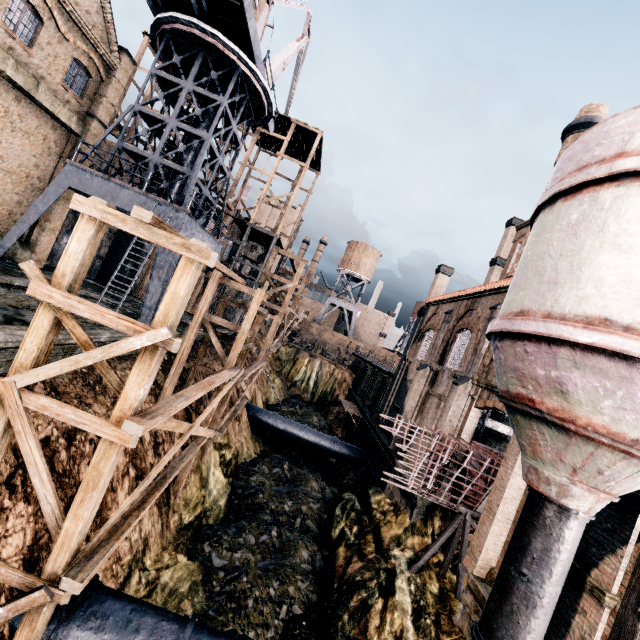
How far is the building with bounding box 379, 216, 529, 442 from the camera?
17.3m

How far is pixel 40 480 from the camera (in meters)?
6.30

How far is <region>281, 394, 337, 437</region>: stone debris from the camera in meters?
36.6

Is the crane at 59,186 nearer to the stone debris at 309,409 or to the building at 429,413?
the building at 429,413

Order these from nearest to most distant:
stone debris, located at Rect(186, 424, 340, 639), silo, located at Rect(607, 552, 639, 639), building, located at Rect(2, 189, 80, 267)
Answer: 1. silo, located at Rect(607, 552, 639, 639)
2. stone debris, located at Rect(186, 424, 340, 639)
3. building, located at Rect(2, 189, 80, 267)

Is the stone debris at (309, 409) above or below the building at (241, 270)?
below

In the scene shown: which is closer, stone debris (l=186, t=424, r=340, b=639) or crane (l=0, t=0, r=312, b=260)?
stone debris (l=186, t=424, r=340, b=639)

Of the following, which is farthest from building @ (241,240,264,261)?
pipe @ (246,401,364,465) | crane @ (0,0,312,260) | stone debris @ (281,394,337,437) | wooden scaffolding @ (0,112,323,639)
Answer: wooden scaffolding @ (0,112,323,639)
